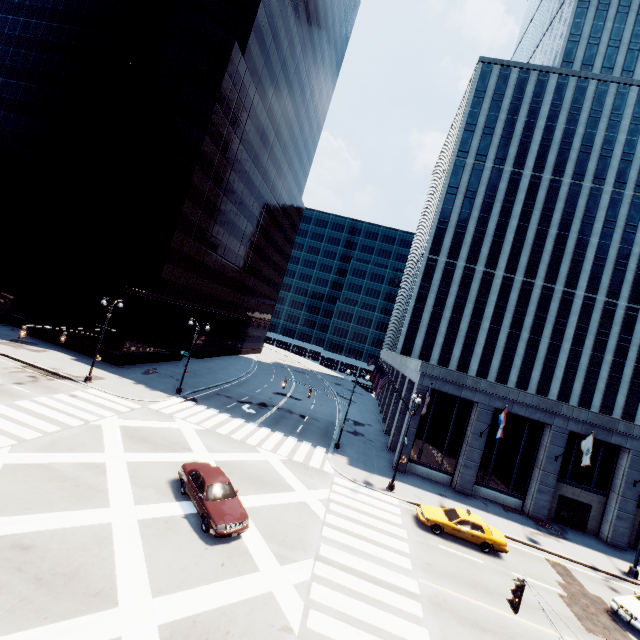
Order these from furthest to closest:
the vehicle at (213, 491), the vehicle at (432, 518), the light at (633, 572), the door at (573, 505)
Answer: the door at (573, 505) < the light at (633, 572) < the vehicle at (432, 518) < the vehicle at (213, 491)

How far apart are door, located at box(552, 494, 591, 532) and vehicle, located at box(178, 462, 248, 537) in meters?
26.7

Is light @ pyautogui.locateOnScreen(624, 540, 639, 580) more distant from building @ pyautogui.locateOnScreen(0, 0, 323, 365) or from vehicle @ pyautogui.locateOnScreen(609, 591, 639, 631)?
building @ pyautogui.locateOnScreen(0, 0, 323, 365)

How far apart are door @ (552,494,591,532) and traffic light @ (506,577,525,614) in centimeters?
2361cm

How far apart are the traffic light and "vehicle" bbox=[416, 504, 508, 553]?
11.09m

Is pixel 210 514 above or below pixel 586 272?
below

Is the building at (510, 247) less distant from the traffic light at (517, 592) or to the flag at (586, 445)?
the flag at (586, 445)

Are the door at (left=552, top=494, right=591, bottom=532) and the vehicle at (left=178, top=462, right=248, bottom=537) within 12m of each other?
no
